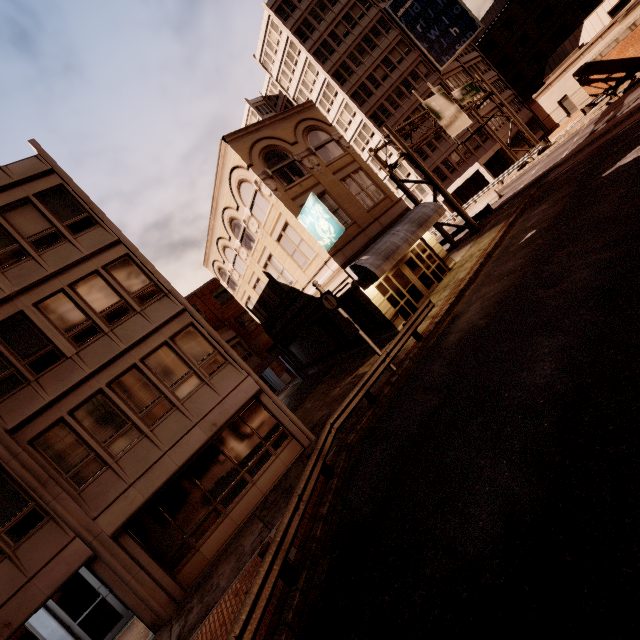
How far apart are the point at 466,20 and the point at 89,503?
57.6m

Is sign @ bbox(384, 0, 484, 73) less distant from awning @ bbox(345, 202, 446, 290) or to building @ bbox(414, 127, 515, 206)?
building @ bbox(414, 127, 515, 206)

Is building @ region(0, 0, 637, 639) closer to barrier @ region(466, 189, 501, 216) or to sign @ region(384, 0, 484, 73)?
barrier @ region(466, 189, 501, 216)

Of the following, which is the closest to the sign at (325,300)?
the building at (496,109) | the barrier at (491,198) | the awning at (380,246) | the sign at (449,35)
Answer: the awning at (380,246)

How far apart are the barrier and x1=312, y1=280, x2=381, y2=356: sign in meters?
24.7 m

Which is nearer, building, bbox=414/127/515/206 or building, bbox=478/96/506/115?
building, bbox=414/127/515/206

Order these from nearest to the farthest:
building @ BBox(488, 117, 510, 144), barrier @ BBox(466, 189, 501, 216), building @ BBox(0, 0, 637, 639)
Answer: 1. building @ BBox(0, 0, 637, 639)
2. barrier @ BBox(466, 189, 501, 216)
3. building @ BBox(488, 117, 510, 144)

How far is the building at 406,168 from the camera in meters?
43.9 m
